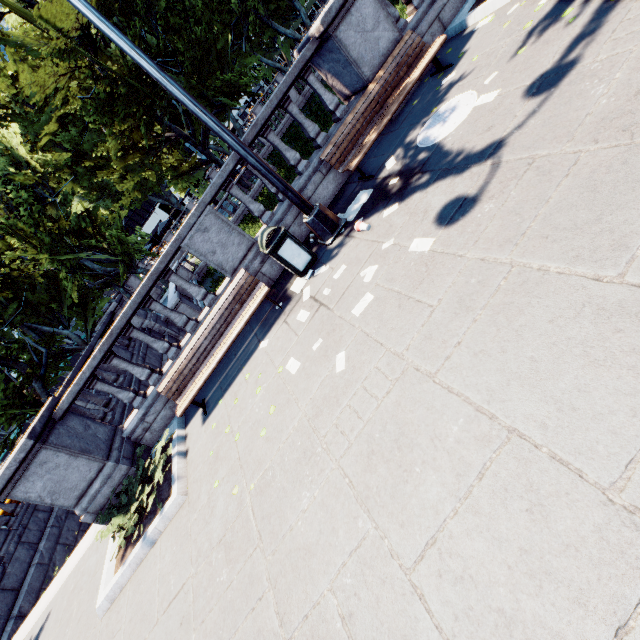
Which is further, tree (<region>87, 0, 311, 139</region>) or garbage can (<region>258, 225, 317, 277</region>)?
tree (<region>87, 0, 311, 139</region>)

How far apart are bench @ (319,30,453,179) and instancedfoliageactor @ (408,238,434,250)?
2.54m

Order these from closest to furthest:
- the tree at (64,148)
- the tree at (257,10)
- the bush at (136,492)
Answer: the bush at (136,492) → the tree at (64,148) → the tree at (257,10)

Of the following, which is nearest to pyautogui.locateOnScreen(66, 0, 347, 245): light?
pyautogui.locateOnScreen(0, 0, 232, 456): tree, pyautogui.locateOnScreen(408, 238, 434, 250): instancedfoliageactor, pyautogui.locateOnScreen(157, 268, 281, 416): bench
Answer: pyautogui.locateOnScreen(157, 268, 281, 416): bench

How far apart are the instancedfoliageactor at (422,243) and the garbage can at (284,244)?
2.3m

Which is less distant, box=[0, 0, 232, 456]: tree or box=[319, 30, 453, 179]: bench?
box=[319, 30, 453, 179]: bench

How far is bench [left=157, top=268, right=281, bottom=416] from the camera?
6.0 meters

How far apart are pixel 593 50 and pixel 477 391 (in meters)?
4.03
